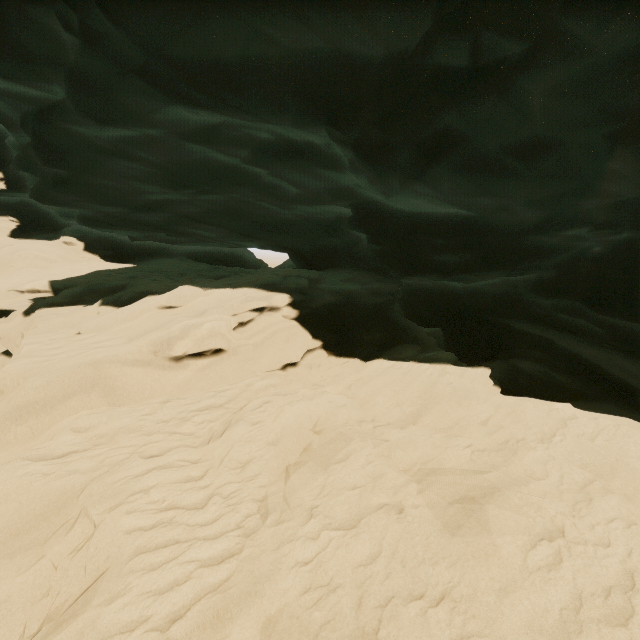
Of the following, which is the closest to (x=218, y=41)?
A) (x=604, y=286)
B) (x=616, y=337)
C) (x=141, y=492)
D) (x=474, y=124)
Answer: (x=474, y=124)
